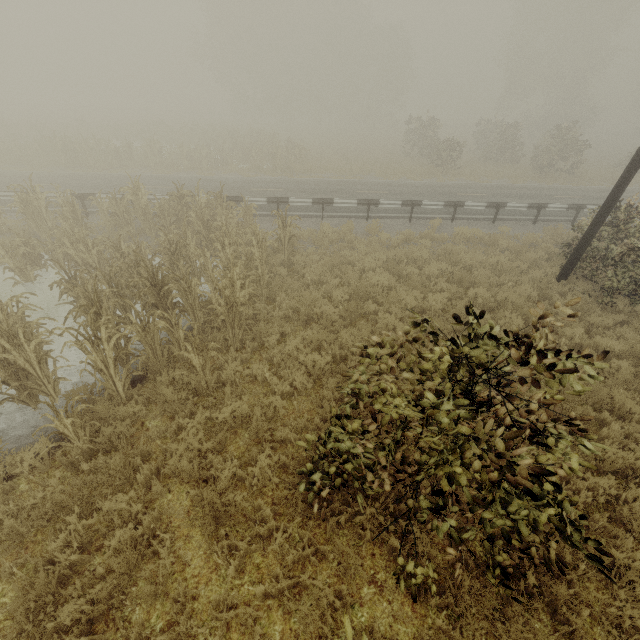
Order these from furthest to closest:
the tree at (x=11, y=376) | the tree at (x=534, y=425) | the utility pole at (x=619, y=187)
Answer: the utility pole at (x=619, y=187) < the tree at (x=11, y=376) < the tree at (x=534, y=425)

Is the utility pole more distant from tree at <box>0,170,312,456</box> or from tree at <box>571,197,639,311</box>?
tree at <box>0,170,312,456</box>

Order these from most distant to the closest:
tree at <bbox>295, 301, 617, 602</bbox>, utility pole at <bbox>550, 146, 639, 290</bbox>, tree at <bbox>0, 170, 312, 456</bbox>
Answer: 1. utility pole at <bbox>550, 146, 639, 290</bbox>
2. tree at <bbox>0, 170, 312, 456</bbox>
3. tree at <bbox>295, 301, 617, 602</bbox>

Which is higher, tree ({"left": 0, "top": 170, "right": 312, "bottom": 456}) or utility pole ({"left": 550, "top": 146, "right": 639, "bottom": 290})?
utility pole ({"left": 550, "top": 146, "right": 639, "bottom": 290})

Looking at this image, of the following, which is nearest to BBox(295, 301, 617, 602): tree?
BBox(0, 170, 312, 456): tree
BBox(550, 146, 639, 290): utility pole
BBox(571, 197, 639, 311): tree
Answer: BBox(571, 197, 639, 311): tree

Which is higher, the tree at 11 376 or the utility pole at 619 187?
the utility pole at 619 187

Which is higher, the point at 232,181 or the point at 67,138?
the point at 67,138
